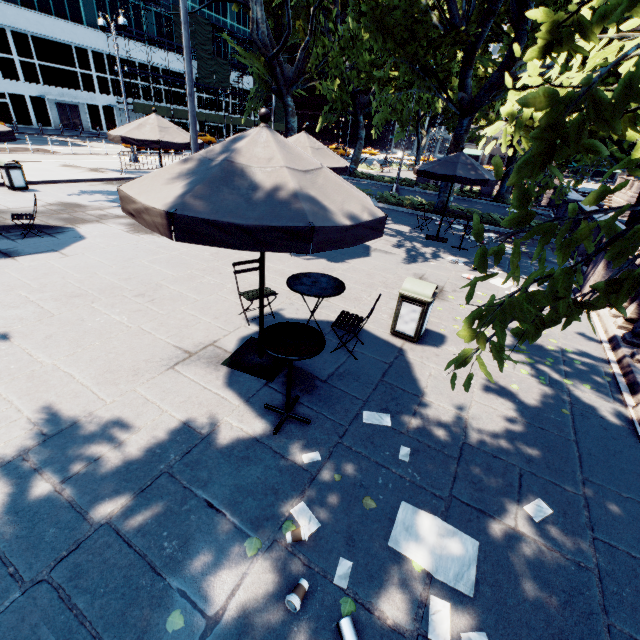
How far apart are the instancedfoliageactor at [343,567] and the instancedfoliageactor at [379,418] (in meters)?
1.55

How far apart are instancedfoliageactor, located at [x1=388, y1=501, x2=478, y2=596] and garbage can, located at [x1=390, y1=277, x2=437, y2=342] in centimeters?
295cm

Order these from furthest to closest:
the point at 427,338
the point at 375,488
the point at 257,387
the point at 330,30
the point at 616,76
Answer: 1. the point at 330,30
2. the point at 616,76
3. the point at 427,338
4. the point at 257,387
5. the point at 375,488

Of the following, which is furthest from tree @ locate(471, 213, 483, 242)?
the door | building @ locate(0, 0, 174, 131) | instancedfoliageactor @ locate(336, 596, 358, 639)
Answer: the door

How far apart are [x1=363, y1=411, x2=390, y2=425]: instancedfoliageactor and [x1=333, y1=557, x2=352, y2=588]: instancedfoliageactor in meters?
1.6 m

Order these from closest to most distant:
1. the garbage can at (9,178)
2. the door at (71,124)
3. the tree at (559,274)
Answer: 1. the tree at (559,274)
2. the garbage can at (9,178)
3. the door at (71,124)

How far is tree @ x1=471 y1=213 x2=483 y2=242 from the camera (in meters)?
2.34

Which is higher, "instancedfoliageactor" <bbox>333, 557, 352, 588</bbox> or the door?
the door
